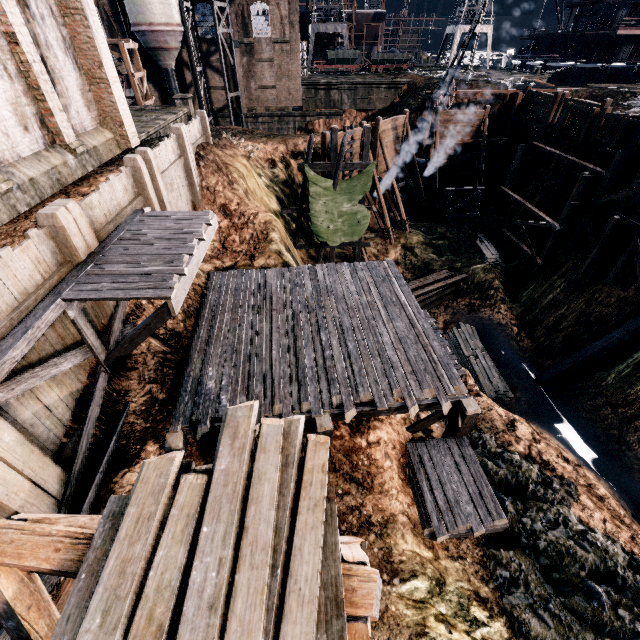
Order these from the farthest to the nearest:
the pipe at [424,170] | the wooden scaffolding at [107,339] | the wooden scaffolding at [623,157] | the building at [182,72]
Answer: the building at [182,72] < the pipe at [424,170] < the wooden scaffolding at [623,157] < the wooden scaffolding at [107,339]

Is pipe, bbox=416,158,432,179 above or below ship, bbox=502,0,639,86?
below

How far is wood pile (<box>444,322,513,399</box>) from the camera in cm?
2052

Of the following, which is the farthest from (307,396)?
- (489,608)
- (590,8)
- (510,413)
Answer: (590,8)

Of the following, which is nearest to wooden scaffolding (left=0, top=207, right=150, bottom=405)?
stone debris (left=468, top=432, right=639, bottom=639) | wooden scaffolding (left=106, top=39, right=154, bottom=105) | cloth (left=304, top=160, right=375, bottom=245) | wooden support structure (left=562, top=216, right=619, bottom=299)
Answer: stone debris (left=468, top=432, right=639, bottom=639)

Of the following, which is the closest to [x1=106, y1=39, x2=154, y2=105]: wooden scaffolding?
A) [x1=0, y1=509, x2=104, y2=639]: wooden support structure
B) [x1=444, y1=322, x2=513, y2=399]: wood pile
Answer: [x1=444, y1=322, x2=513, y2=399]: wood pile

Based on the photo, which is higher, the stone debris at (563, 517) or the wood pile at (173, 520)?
the wood pile at (173, 520)

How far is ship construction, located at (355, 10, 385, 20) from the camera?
59.0m
